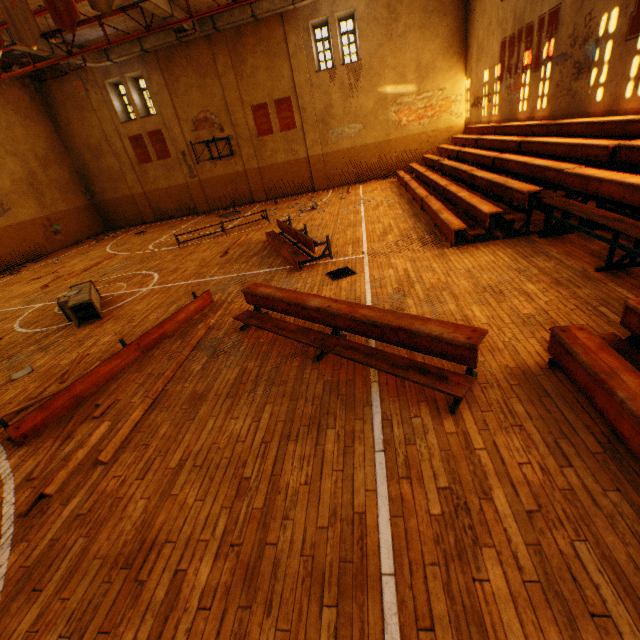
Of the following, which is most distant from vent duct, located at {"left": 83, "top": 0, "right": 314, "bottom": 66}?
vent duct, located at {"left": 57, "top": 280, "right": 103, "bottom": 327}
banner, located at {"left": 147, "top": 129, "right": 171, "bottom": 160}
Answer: vent duct, located at {"left": 57, "top": 280, "right": 103, "bottom": 327}

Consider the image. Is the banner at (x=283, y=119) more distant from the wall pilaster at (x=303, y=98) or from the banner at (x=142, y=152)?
the banner at (x=142, y=152)

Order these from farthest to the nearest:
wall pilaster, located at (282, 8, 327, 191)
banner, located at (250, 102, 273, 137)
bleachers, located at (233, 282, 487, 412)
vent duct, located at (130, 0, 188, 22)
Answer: banner, located at (250, 102, 273, 137)
wall pilaster, located at (282, 8, 327, 191)
vent duct, located at (130, 0, 188, 22)
bleachers, located at (233, 282, 487, 412)

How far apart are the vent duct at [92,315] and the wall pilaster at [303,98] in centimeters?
1437cm

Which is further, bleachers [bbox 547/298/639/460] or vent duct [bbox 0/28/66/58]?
vent duct [bbox 0/28/66/58]

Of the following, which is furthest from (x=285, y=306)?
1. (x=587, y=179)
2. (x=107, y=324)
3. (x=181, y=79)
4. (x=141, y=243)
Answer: (x=181, y=79)

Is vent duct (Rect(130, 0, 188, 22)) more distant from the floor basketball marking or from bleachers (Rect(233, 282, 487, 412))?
the floor basketball marking

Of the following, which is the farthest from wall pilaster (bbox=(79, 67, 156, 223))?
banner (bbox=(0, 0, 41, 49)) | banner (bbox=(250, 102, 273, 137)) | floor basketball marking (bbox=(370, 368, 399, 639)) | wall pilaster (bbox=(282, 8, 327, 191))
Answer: banner (bbox=(0, 0, 41, 49))
